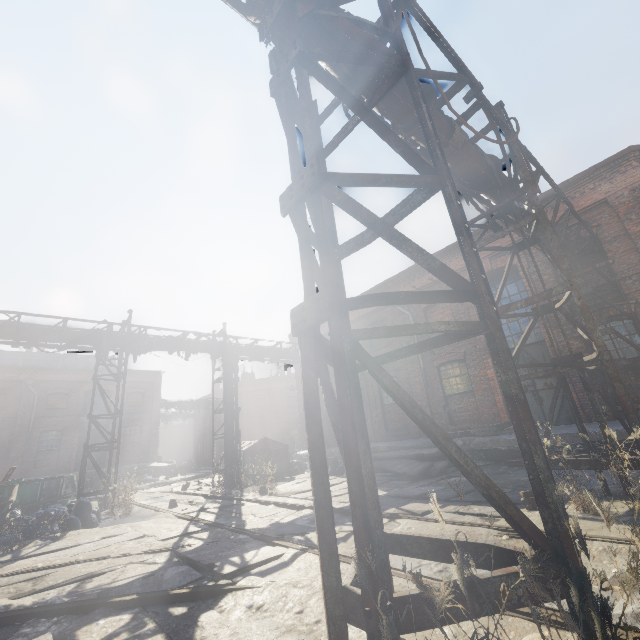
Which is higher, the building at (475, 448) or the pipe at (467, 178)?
the pipe at (467, 178)

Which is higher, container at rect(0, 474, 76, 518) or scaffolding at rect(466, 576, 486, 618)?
container at rect(0, 474, 76, 518)

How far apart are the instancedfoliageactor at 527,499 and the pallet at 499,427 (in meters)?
5.37

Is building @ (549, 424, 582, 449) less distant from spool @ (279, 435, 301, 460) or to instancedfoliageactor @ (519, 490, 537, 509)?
spool @ (279, 435, 301, 460)

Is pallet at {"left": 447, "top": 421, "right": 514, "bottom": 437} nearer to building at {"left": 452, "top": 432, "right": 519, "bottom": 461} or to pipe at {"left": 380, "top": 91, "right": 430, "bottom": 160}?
building at {"left": 452, "top": 432, "right": 519, "bottom": 461}

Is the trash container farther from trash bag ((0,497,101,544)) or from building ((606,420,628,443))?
trash bag ((0,497,101,544))

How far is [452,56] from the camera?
4.7m

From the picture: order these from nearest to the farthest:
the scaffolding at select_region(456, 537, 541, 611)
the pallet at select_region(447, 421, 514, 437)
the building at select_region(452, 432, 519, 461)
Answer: the scaffolding at select_region(456, 537, 541, 611) < the building at select_region(452, 432, 519, 461) < the pallet at select_region(447, 421, 514, 437)
